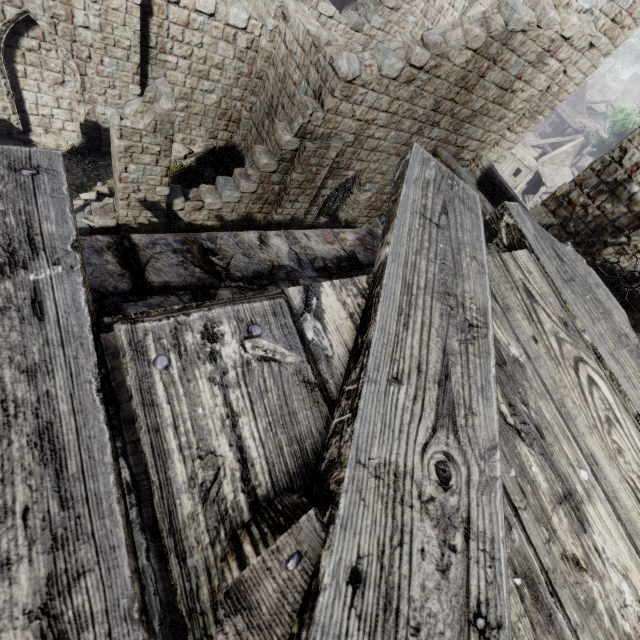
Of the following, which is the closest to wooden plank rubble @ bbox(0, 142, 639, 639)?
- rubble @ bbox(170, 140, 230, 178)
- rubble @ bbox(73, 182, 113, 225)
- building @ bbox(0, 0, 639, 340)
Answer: building @ bbox(0, 0, 639, 340)

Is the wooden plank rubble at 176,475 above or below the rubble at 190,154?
above

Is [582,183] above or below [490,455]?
below

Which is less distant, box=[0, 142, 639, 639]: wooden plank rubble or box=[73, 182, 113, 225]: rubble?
box=[0, 142, 639, 639]: wooden plank rubble

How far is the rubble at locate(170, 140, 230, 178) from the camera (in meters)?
14.11

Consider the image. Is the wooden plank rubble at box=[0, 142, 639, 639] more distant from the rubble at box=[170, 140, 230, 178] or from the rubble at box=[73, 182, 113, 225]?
the rubble at box=[170, 140, 230, 178]

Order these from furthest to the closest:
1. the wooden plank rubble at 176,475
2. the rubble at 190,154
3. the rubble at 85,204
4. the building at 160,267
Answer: the rubble at 190,154 < the rubble at 85,204 < the building at 160,267 < the wooden plank rubble at 176,475

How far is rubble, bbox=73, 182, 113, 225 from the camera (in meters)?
10.55
